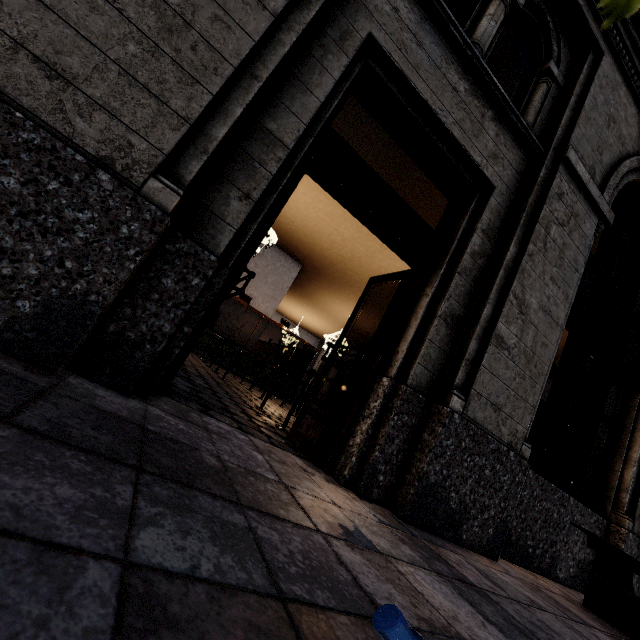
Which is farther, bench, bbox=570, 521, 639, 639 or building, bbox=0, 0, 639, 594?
bench, bbox=570, 521, 639, 639

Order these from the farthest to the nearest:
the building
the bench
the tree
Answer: the bench < the building < the tree

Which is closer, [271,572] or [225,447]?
[271,572]

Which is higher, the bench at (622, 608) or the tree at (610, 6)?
the tree at (610, 6)

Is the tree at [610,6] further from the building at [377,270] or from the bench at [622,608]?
the bench at [622,608]

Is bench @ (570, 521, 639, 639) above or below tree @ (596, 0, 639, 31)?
below

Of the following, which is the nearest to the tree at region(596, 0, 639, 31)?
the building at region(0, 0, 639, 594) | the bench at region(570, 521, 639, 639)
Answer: the building at region(0, 0, 639, 594)
